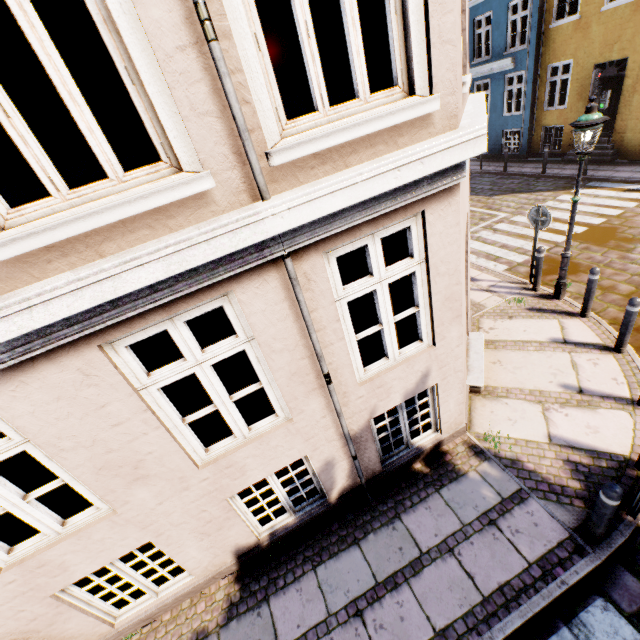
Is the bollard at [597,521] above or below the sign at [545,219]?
below

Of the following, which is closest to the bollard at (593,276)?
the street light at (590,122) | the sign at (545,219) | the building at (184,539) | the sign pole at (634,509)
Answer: the street light at (590,122)

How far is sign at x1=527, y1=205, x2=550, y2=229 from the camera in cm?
692

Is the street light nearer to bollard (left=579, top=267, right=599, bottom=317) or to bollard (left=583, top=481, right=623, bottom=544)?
bollard (left=579, top=267, right=599, bottom=317)

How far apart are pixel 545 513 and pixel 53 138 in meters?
10.8

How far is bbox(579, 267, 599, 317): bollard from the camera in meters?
6.1

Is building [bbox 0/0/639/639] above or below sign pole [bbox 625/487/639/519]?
above

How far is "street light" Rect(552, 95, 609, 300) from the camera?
5.3 meters
